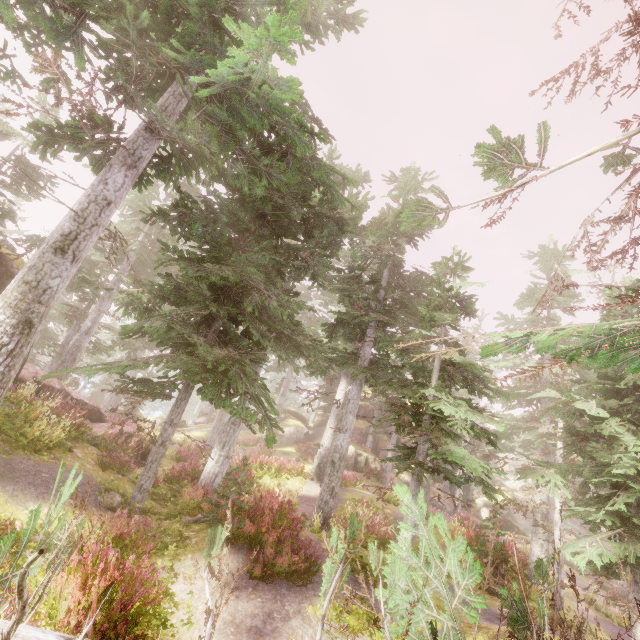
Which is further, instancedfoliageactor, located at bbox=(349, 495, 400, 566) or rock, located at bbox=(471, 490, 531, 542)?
rock, located at bbox=(471, 490, 531, 542)

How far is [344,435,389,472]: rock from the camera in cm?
2823

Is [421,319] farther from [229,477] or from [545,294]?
[545,294]

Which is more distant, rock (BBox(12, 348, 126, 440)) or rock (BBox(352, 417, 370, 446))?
rock (BBox(352, 417, 370, 446))

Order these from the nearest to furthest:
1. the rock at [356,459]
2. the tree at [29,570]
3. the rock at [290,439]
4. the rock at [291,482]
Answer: Result: the tree at [29,570] → the rock at [291,482] → the rock at [356,459] → the rock at [290,439]

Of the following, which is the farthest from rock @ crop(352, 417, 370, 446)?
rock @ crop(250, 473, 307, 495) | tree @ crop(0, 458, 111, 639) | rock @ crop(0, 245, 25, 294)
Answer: tree @ crop(0, 458, 111, 639)

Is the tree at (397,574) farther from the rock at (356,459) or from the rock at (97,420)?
the rock at (356,459)
